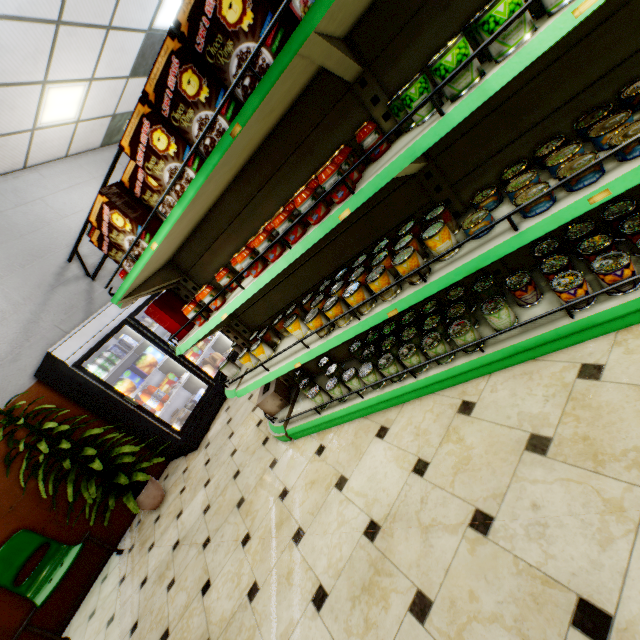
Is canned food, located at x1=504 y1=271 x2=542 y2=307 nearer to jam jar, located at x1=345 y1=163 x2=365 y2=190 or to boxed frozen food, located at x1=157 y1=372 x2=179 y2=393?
jam jar, located at x1=345 y1=163 x2=365 y2=190

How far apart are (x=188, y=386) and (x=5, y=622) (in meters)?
3.17

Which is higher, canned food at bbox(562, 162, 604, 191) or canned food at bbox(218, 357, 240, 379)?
canned food at bbox(218, 357, 240, 379)

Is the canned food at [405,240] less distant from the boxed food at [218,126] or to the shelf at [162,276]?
the shelf at [162,276]

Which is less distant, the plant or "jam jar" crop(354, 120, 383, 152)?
"jam jar" crop(354, 120, 383, 152)

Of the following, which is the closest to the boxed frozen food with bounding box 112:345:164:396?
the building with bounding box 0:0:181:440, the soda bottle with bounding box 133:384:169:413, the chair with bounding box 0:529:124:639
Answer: the soda bottle with bounding box 133:384:169:413

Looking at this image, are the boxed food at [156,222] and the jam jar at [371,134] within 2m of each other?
yes

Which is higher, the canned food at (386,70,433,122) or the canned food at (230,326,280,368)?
the canned food at (386,70,433,122)
